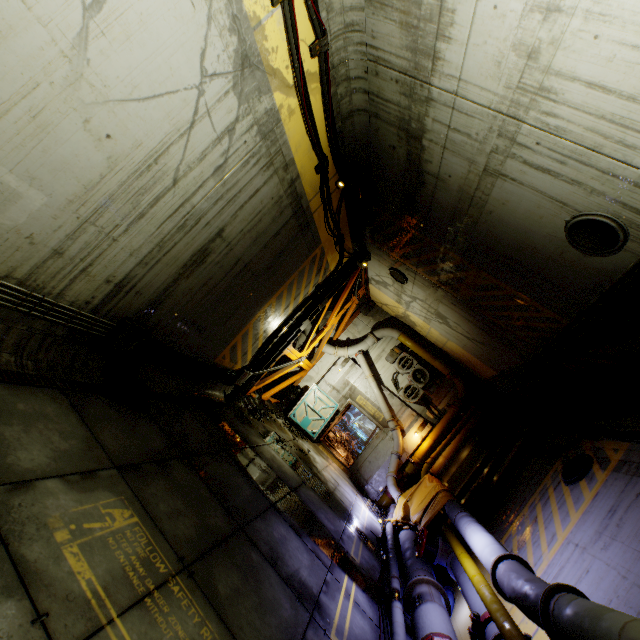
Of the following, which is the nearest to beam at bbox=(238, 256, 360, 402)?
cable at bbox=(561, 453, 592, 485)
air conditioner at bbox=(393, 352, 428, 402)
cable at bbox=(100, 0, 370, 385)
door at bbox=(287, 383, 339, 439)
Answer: cable at bbox=(100, 0, 370, 385)

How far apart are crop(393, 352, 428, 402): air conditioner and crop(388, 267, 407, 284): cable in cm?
429

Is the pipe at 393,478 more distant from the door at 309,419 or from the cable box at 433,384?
the door at 309,419

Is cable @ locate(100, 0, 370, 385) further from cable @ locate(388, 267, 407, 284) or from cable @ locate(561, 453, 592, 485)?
cable @ locate(561, 453, 592, 485)

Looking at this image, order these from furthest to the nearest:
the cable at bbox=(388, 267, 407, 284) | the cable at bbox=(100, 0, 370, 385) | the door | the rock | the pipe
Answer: the door < the cable at bbox=(388, 267, 407, 284) < the rock < the cable at bbox=(100, 0, 370, 385) < the pipe

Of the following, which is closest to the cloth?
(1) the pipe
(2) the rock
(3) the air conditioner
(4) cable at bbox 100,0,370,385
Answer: (1) the pipe

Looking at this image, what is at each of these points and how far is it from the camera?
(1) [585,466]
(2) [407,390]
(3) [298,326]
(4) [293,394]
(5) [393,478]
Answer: (1) cable, 6.9 meters
(2) air conditioner, 14.7 meters
(3) beam, 11.6 meters
(4) rock, 15.8 meters
(5) pipe, 12.9 meters

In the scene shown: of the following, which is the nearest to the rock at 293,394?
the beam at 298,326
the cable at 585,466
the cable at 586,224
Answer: the beam at 298,326
